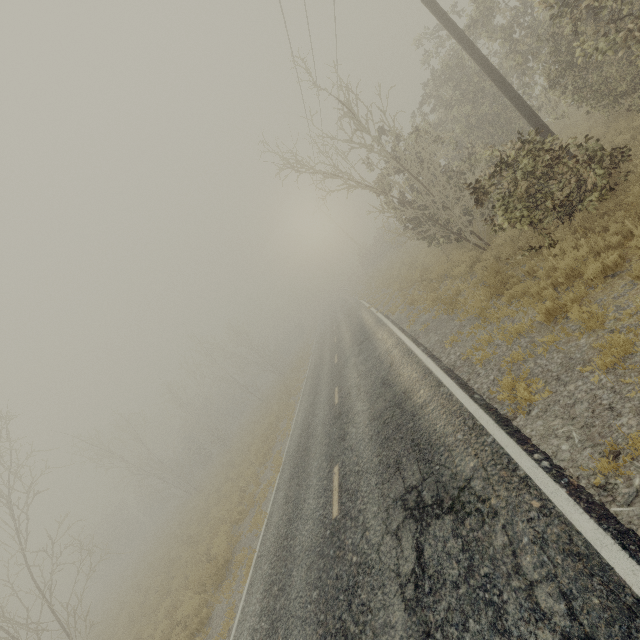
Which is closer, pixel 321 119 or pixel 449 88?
pixel 449 88

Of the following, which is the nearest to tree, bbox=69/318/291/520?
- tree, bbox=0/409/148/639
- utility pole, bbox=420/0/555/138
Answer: tree, bbox=0/409/148/639

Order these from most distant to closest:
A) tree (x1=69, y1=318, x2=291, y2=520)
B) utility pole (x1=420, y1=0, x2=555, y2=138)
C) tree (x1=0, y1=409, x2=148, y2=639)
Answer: tree (x1=69, y1=318, x2=291, y2=520) < tree (x1=0, y1=409, x2=148, y2=639) < utility pole (x1=420, y1=0, x2=555, y2=138)

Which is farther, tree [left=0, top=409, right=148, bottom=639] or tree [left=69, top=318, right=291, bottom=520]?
tree [left=69, top=318, right=291, bottom=520]

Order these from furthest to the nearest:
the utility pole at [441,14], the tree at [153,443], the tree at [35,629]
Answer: the tree at [153,443] → the tree at [35,629] → the utility pole at [441,14]

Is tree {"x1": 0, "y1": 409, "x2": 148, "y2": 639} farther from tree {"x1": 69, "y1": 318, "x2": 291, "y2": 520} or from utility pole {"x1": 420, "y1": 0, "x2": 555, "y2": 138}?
utility pole {"x1": 420, "y1": 0, "x2": 555, "y2": 138}

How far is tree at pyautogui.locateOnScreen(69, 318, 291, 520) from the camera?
29.7 meters

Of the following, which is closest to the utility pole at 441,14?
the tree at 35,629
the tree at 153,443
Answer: the tree at 35,629
